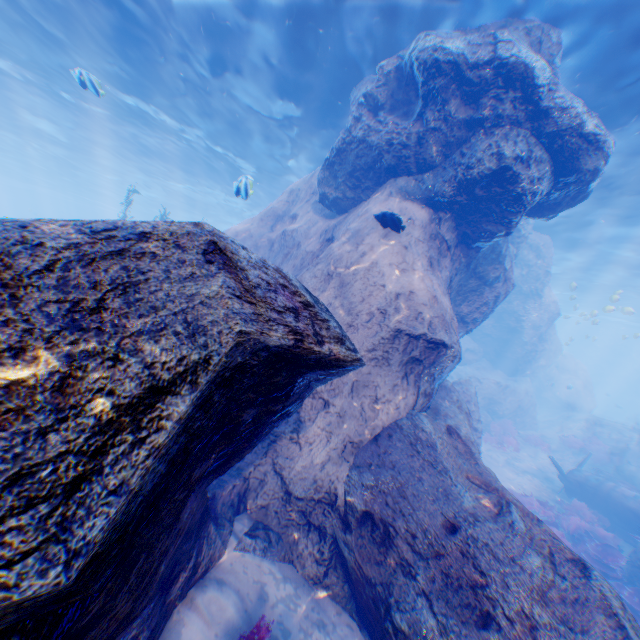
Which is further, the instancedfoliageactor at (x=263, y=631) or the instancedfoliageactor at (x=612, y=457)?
the instancedfoliageactor at (x=612, y=457)

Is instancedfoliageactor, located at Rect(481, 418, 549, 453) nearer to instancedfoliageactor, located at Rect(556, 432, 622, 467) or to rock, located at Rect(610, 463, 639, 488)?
instancedfoliageactor, located at Rect(556, 432, 622, 467)

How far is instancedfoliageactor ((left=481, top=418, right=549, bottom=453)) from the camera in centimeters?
1841cm

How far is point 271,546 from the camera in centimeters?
503cm

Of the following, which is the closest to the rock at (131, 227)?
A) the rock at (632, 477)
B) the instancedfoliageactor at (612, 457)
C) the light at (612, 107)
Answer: the light at (612, 107)

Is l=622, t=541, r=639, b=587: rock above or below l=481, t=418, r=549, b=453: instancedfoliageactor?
below

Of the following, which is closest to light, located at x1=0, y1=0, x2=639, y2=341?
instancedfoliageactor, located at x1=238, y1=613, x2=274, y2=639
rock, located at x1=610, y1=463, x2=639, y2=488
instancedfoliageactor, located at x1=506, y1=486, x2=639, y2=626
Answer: rock, located at x1=610, y1=463, x2=639, y2=488

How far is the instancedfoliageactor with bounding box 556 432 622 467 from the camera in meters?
18.1 m
